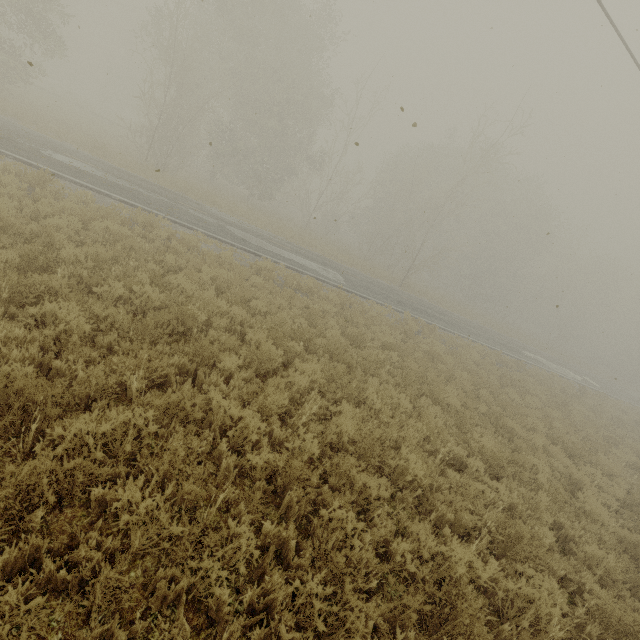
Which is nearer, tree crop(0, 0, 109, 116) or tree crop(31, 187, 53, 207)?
tree crop(31, 187, 53, 207)

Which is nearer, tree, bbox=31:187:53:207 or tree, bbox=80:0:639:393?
tree, bbox=31:187:53:207

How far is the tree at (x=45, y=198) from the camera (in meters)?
7.99

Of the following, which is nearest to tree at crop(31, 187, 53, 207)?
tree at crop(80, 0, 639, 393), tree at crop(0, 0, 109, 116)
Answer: tree at crop(80, 0, 639, 393)

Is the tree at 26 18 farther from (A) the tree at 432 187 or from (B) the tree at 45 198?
(B) the tree at 45 198

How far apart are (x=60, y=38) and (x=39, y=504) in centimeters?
3057cm

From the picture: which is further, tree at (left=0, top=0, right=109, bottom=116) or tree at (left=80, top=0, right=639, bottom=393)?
tree at (left=80, top=0, right=639, bottom=393)
